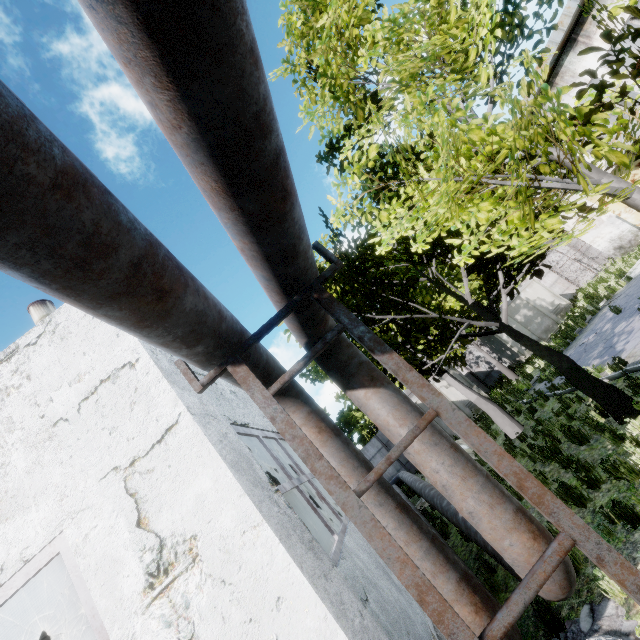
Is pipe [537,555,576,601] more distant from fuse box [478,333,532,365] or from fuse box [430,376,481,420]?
→ fuse box [478,333,532,365]

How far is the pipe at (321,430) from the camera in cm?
391

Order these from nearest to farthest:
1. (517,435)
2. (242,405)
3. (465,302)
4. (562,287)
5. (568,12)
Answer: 1. (242,405)
2. (465,302)
3. (517,435)
4. (568,12)
5. (562,287)

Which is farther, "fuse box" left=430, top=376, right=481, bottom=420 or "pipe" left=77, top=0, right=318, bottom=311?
"fuse box" left=430, top=376, right=481, bottom=420

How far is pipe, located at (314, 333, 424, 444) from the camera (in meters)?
4.06

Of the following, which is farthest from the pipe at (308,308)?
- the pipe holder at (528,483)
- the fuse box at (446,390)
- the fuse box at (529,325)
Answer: the fuse box at (529,325)

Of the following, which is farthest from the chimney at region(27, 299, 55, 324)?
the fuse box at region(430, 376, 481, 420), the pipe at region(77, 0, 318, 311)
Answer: the fuse box at region(430, 376, 481, 420)

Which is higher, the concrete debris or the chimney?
the chimney
